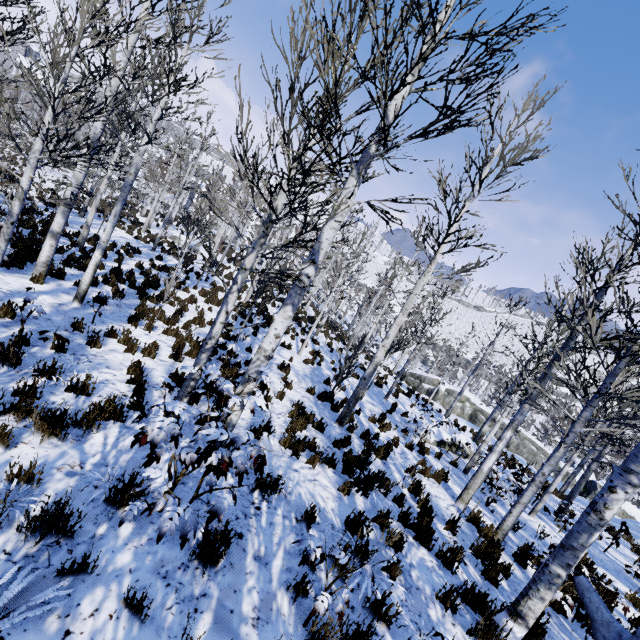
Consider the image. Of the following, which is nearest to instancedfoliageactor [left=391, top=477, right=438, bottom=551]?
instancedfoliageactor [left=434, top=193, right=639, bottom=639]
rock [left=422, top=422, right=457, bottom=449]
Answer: instancedfoliageactor [left=434, top=193, right=639, bottom=639]

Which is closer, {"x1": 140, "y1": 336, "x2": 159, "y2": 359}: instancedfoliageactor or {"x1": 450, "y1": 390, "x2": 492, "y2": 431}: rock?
{"x1": 140, "y1": 336, "x2": 159, "y2": 359}: instancedfoliageactor

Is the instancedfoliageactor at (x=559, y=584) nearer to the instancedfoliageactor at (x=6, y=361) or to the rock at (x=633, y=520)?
the rock at (x=633, y=520)

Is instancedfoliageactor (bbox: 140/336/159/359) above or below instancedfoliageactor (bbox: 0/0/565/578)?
below

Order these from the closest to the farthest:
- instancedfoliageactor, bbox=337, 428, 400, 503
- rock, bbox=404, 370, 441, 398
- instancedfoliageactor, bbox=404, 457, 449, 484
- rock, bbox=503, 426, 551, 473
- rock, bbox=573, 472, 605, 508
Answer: instancedfoliageactor, bbox=337, 428, 400, 503
instancedfoliageactor, bbox=404, 457, 449, 484
rock, bbox=573, 472, 605, 508
rock, bbox=503, 426, 551, 473
rock, bbox=404, 370, 441, 398

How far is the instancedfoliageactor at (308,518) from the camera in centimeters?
442cm

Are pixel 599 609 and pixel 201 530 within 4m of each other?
yes
